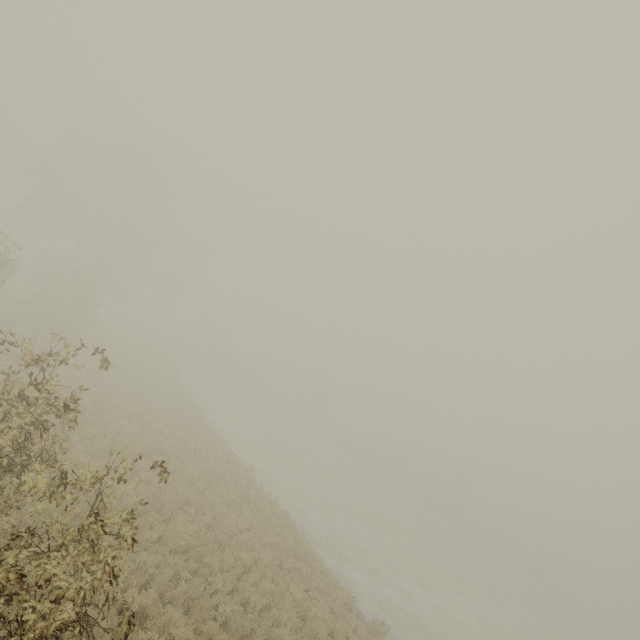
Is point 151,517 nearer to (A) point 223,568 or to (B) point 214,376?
(A) point 223,568
